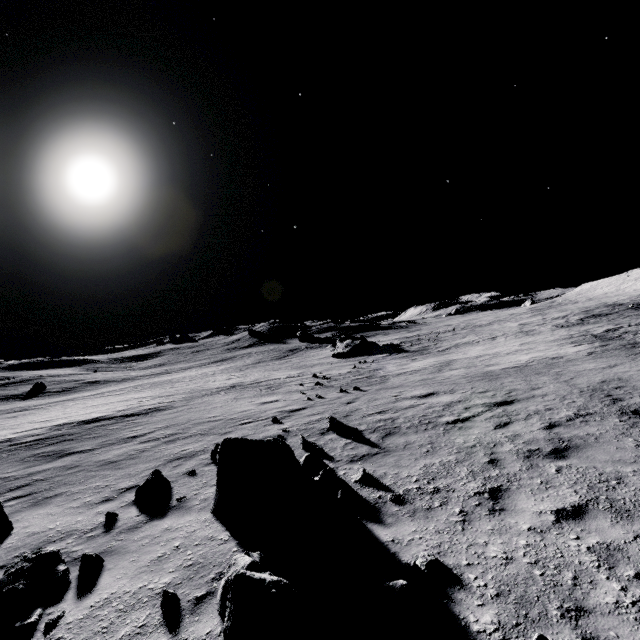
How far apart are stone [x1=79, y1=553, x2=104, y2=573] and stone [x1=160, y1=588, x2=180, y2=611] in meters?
1.5 m

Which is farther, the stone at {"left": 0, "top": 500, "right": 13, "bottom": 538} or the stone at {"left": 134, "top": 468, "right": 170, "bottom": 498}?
the stone at {"left": 134, "top": 468, "right": 170, "bottom": 498}

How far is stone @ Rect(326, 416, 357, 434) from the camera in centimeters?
991cm

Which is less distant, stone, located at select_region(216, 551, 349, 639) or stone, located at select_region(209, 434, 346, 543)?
stone, located at select_region(216, 551, 349, 639)

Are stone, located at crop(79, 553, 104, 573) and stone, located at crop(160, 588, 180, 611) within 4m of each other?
yes

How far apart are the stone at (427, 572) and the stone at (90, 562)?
4.16m

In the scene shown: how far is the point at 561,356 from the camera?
17.0m

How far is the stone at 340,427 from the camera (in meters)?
9.91
